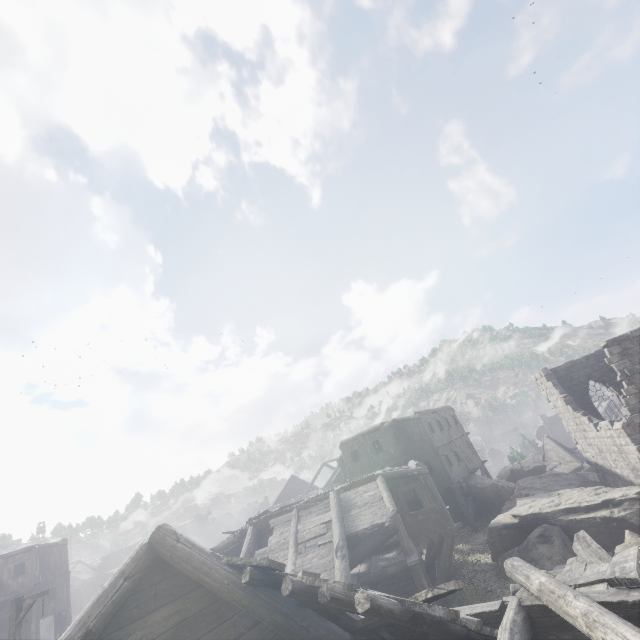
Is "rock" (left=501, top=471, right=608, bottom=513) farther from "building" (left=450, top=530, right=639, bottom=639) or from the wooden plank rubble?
Result: the wooden plank rubble

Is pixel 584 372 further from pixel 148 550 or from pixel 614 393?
pixel 148 550

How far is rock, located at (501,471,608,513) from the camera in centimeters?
1936cm

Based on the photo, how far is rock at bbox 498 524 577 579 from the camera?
13.20m

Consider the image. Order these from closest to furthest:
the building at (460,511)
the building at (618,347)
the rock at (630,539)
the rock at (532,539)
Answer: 1. the building at (460,511)
2. the rock at (630,539)
3. the rock at (532,539)
4. the building at (618,347)

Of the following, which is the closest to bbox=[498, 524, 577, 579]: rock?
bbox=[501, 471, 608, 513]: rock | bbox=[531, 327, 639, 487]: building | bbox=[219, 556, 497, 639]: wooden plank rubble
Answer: bbox=[531, 327, 639, 487]: building

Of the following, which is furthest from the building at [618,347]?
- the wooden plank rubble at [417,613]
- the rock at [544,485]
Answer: the rock at [544,485]

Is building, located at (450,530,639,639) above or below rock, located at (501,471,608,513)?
above
